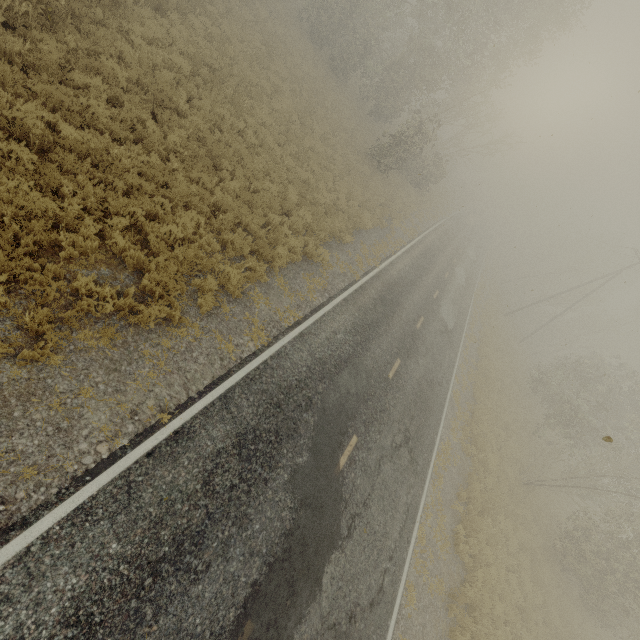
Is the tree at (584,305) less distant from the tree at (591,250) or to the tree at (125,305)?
the tree at (591,250)

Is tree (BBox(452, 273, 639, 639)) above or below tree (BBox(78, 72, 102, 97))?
above

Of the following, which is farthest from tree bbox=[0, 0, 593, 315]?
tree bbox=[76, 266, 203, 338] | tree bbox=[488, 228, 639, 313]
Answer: tree bbox=[488, 228, 639, 313]

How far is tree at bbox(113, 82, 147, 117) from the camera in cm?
884

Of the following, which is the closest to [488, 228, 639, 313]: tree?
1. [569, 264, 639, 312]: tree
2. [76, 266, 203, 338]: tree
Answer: [569, 264, 639, 312]: tree

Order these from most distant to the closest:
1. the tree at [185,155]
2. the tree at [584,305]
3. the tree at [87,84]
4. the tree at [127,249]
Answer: the tree at [584,305] → the tree at [185,155] → the tree at [87,84] → the tree at [127,249]

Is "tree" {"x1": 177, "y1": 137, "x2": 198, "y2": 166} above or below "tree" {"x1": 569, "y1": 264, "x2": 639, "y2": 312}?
below

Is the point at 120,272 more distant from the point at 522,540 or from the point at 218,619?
the point at 522,540
